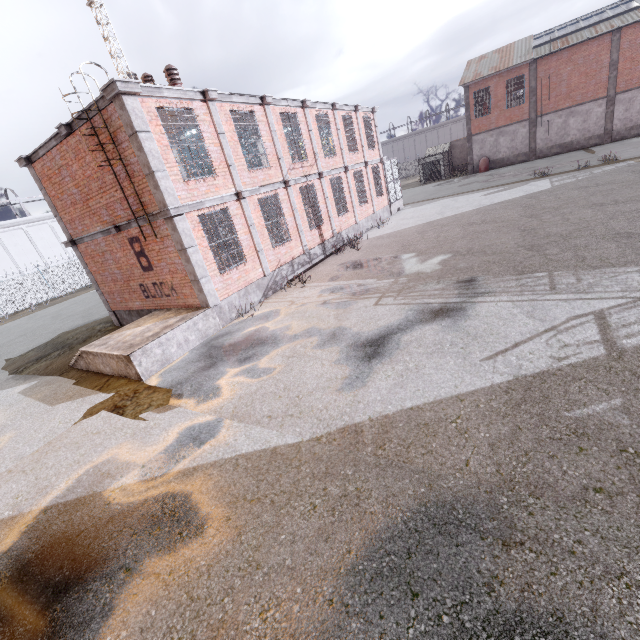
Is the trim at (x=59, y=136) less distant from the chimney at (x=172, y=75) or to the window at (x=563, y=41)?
the chimney at (x=172, y=75)

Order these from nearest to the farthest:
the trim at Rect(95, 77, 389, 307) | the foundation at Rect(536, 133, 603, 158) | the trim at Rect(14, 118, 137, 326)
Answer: the trim at Rect(95, 77, 389, 307)
the trim at Rect(14, 118, 137, 326)
the foundation at Rect(536, 133, 603, 158)

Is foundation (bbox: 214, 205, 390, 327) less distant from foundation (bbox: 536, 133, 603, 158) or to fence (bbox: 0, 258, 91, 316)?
fence (bbox: 0, 258, 91, 316)

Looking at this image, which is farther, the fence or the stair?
the fence

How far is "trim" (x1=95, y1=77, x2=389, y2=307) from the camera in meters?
8.6 m

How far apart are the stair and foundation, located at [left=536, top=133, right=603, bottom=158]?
39.00m

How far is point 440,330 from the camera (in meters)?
7.11

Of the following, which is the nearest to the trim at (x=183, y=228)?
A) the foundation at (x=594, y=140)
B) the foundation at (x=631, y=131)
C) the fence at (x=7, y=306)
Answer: the fence at (x=7, y=306)
